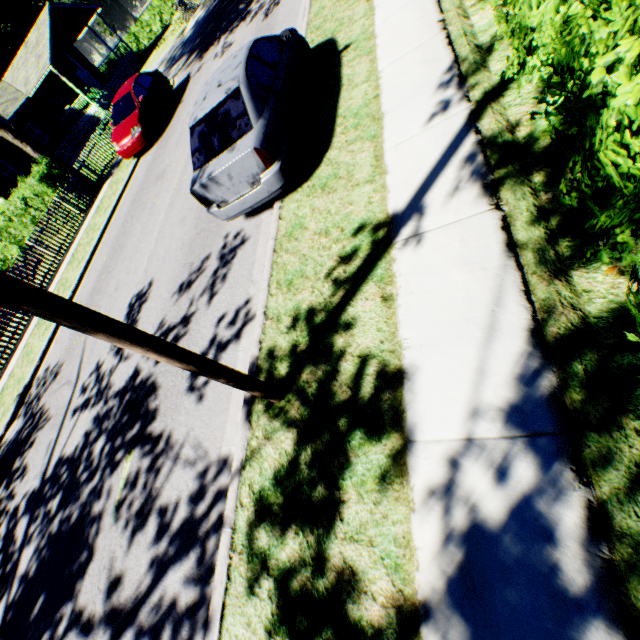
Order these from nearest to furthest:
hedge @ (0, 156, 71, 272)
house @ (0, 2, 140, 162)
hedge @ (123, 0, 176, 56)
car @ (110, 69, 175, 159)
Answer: car @ (110, 69, 175, 159) → hedge @ (0, 156, 71, 272) → house @ (0, 2, 140, 162) → hedge @ (123, 0, 176, 56)

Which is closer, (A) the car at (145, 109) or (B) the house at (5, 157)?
(A) the car at (145, 109)

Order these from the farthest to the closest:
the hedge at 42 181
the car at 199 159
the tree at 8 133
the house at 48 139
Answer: the house at 48 139 < the tree at 8 133 < the hedge at 42 181 < the car at 199 159

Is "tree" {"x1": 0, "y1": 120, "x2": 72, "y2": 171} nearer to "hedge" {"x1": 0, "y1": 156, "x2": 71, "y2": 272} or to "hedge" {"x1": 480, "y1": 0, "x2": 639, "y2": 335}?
"hedge" {"x1": 0, "y1": 156, "x2": 71, "y2": 272}

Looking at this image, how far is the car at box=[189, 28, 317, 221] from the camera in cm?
497

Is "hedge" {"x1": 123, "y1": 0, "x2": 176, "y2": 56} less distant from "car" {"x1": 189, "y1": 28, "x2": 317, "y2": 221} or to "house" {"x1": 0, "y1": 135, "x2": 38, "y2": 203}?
"house" {"x1": 0, "y1": 135, "x2": 38, "y2": 203}

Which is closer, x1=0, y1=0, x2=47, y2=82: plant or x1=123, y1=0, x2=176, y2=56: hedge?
x1=123, y1=0, x2=176, y2=56: hedge

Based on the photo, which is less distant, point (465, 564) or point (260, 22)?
point (465, 564)
